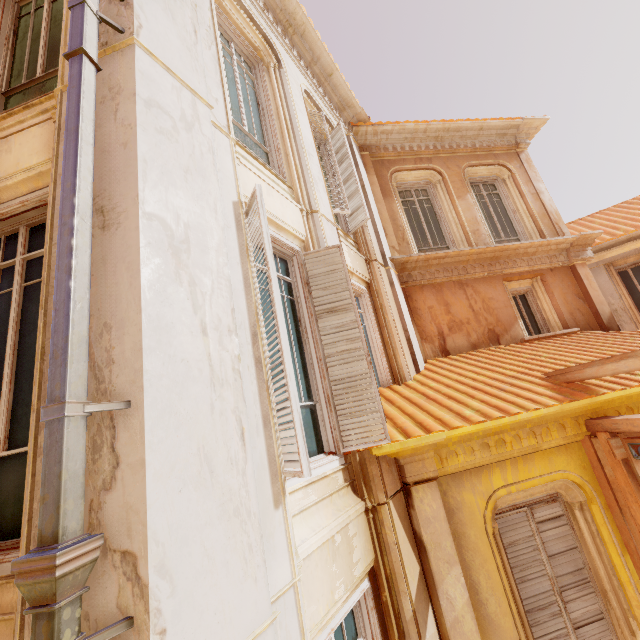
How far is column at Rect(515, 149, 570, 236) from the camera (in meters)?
8.77

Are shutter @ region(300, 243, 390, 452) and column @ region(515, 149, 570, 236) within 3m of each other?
no

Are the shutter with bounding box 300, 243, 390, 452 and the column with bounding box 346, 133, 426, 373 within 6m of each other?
yes

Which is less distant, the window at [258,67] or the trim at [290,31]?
the window at [258,67]

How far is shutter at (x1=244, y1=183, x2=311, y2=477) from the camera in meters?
2.3

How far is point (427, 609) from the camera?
3.5 meters

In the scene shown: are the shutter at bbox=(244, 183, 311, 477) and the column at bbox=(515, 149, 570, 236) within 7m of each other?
no

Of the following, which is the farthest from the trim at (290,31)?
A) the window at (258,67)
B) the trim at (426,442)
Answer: the trim at (426,442)
